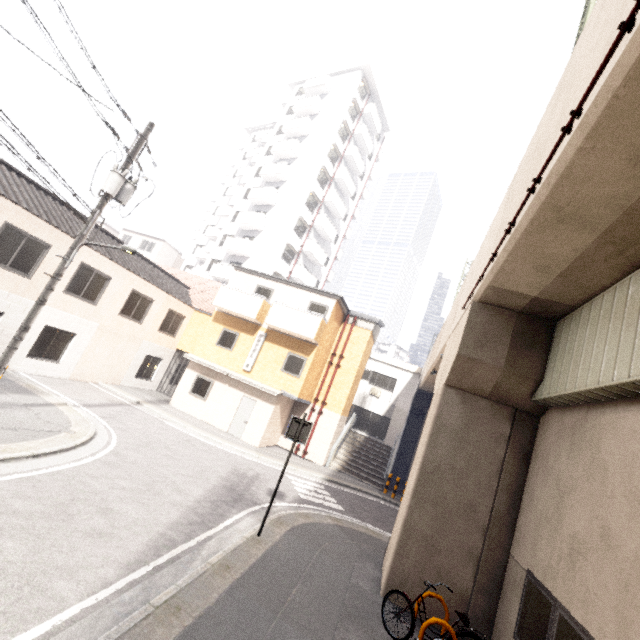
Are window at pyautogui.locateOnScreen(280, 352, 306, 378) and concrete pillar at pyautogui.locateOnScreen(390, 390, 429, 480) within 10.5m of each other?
no

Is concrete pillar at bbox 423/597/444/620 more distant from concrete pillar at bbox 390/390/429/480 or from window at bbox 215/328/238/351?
concrete pillar at bbox 390/390/429/480

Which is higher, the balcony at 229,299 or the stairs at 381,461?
the balcony at 229,299

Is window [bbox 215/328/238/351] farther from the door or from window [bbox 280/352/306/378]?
window [bbox 280/352/306/378]

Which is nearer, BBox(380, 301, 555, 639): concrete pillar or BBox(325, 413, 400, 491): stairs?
BBox(380, 301, 555, 639): concrete pillar

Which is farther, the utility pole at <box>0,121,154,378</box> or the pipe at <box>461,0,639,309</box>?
the utility pole at <box>0,121,154,378</box>

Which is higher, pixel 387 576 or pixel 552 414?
pixel 552 414

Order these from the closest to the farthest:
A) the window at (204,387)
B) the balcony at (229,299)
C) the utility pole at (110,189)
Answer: the utility pole at (110,189)
the balcony at (229,299)
the window at (204,387)
